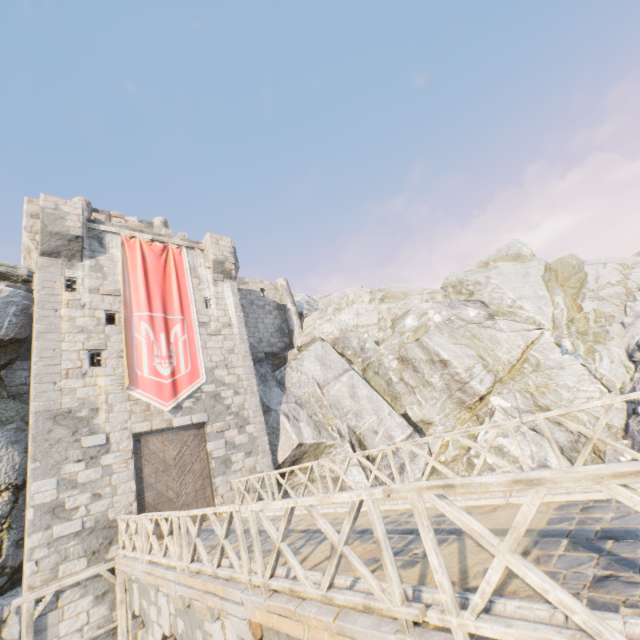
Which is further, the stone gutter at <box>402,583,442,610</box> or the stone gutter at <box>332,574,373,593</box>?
the stone gutter at <box>332,574,373,593</box>

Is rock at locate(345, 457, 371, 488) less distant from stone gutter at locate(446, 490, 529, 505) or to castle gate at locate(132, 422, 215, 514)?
stone gutter at locate(446, 490, 529, 505)

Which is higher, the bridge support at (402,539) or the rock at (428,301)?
the rock at (428,301)

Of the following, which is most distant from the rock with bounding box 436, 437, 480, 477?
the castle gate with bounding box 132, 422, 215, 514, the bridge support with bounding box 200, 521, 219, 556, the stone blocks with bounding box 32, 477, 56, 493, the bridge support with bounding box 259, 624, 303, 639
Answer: the castle gate with bounding box 132, 422, 215, 514

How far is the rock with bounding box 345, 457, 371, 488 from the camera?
16.2 meters

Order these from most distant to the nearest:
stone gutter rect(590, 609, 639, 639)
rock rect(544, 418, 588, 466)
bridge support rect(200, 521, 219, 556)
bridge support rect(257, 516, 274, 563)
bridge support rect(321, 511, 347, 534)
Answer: rock rect(544, 418, 588, 466) → bridge support rect(200, 521, 219, 556) → bridge support rect(321, 511, 347, 534) → bridge support rect(257, 516, 274, 563) → stone gutter rect(590, 609, 639, 639)

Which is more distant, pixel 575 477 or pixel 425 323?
pixel 425 323

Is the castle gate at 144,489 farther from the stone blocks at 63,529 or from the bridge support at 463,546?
the bridge support at 463,546
